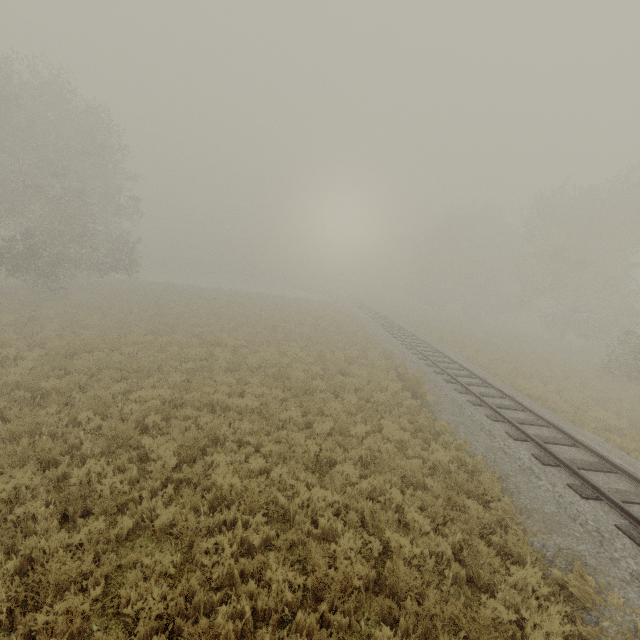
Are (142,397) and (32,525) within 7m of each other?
yes
